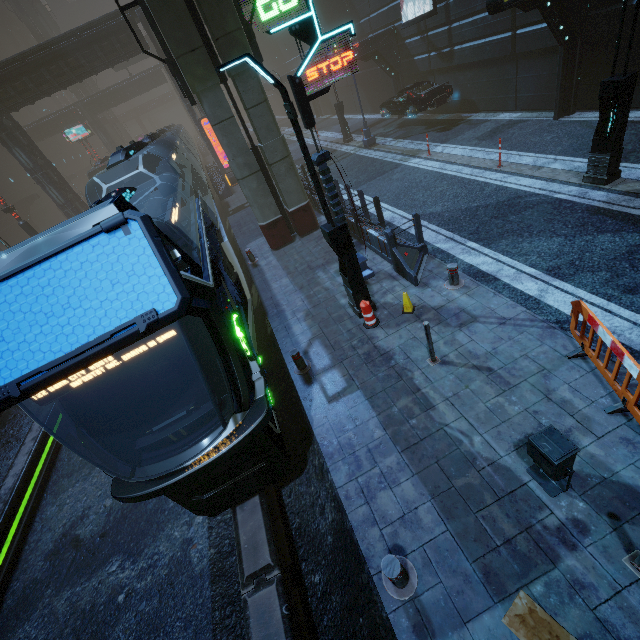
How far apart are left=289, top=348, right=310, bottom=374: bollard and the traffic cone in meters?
1.6 m

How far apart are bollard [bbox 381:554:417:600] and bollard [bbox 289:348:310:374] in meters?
3.9 m

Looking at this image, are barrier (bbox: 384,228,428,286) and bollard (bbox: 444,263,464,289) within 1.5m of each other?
yes

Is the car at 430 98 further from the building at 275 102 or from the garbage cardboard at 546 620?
the garbage cardboard at 546 620

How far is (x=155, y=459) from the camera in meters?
4.6 m

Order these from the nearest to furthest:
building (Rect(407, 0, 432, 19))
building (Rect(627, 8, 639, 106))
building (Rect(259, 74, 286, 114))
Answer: building (Rect(627, 8, 639, 106)) → building (Rect(407, 0, 432, 19)) → building (Rect(259, 74, 286, 114))

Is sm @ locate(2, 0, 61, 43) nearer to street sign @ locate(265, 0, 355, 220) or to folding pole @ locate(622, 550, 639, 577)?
street sign @ locate(265, 0, 355, 220)

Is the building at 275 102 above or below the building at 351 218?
above
